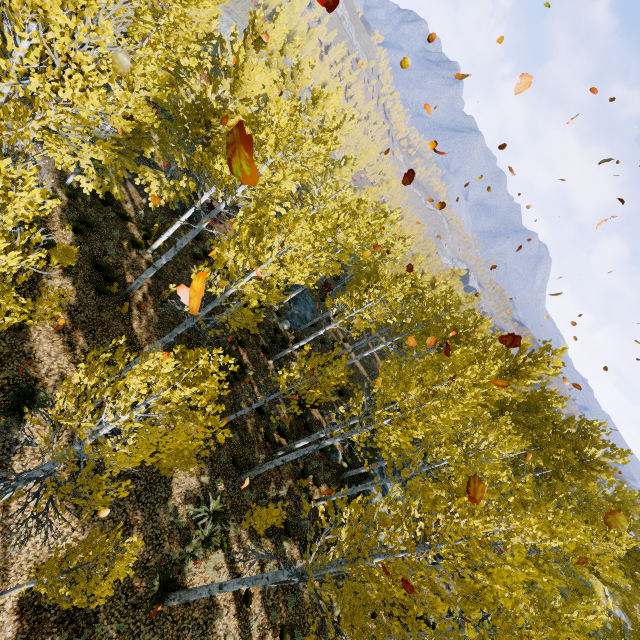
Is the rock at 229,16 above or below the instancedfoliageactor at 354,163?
below

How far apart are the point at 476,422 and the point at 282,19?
24.15m

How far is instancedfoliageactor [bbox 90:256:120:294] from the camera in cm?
1176

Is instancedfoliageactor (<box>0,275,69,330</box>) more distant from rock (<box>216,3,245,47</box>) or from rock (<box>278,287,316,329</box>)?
rock (<box>216,3,245,47</box>)

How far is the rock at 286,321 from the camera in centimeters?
2210cm

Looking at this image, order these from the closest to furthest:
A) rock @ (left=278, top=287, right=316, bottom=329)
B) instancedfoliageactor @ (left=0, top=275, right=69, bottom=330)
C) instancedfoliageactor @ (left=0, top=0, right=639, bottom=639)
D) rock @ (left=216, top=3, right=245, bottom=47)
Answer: instancedfoliageactor @ (left=0, top=275, right=69, bottom=330) → instancedfoliageactor @ (left=0, top=0, right=639, bottom=639) → rock @ (left=278, top=287, right=316, bottom=329) → rock @ (left=216, top=3, right=245, bottom=47)

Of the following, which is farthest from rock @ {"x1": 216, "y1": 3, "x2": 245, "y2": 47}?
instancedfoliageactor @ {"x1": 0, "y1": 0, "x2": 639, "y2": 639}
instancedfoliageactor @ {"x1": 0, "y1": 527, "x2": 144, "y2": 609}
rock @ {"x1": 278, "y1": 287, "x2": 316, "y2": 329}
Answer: instancedfoliageactor @ {"x1": 0, "y1": 527, "x2": 144, "y2": 609}
